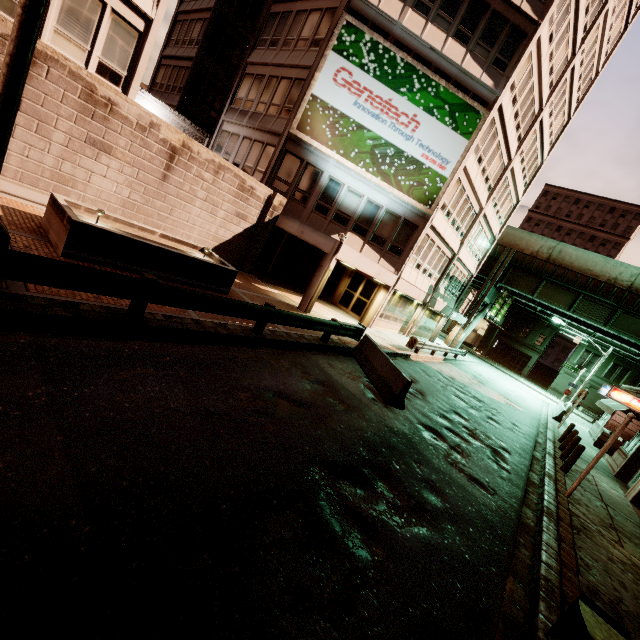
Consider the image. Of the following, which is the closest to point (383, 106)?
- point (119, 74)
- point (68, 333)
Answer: point (119, 74)

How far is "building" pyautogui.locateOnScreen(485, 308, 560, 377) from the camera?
51.0m

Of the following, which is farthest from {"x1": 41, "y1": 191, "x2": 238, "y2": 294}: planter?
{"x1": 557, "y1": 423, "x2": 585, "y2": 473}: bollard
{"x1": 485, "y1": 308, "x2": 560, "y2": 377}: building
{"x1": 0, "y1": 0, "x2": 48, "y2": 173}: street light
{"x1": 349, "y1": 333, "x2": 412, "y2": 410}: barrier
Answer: {"x1": 485, "y1": 308, "x2": 560, "y2": 377}: building

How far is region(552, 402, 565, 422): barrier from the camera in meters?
23.8

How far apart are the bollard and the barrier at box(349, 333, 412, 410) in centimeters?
892cm

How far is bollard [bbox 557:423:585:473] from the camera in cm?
1198

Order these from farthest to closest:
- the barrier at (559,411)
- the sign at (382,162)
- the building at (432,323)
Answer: the barrier at (559,411) < the sign at (382,162) < the building at (432,323)

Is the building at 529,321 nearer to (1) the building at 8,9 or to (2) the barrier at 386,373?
(1) the building at 8,9
